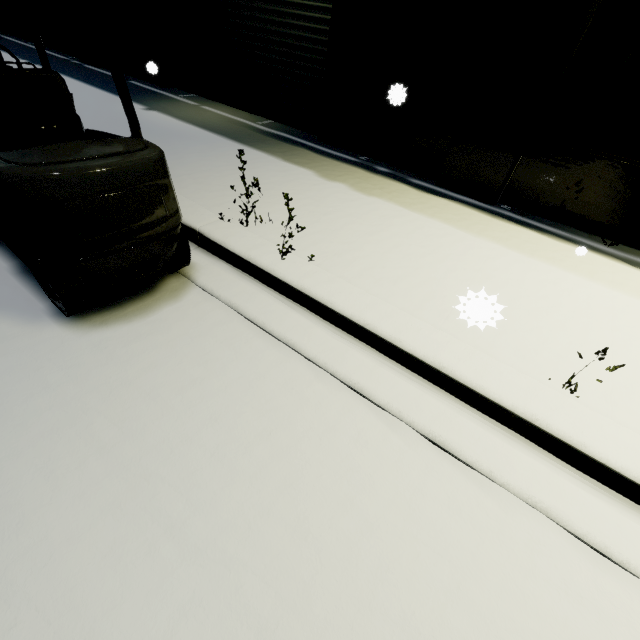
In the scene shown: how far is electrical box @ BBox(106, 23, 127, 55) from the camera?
7.5m

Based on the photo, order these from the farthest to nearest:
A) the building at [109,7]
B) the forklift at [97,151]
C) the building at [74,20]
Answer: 1. the building at [74,20]
2. the building at [109,7]
3. the forklift at [97,151]

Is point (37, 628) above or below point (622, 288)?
below

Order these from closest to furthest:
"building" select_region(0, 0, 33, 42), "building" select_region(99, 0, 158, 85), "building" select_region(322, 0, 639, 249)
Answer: "building" select_region(322, 0, 639, 249), "building" select_region(99, 0, 158, 85), "building" select_region(0, 0, 33, 42)

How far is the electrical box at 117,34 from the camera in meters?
7.5 m

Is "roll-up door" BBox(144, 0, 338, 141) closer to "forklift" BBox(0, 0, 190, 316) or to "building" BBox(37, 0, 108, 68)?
"building" BBox(37, 0, 108, 68)

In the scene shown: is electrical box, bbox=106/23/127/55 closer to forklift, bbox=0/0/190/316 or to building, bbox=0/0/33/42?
building, bbox=0/0/33/42
